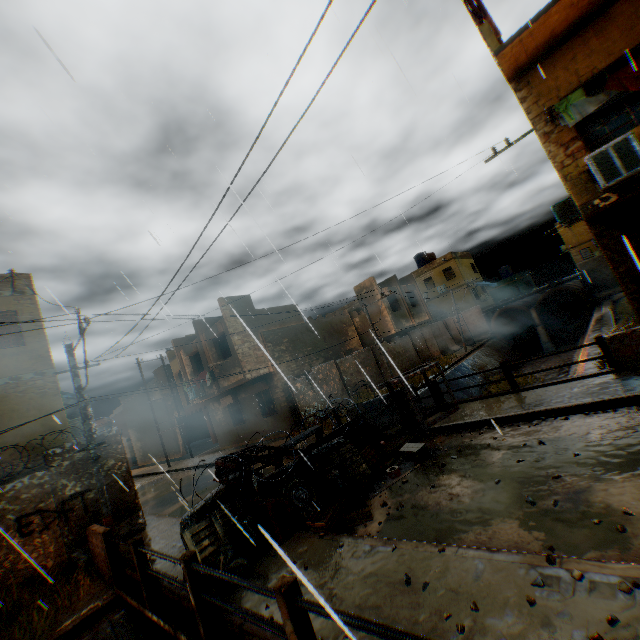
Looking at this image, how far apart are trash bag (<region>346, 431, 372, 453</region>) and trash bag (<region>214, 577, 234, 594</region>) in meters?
2.9 m

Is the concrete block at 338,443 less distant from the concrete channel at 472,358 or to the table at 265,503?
the table at 265,503

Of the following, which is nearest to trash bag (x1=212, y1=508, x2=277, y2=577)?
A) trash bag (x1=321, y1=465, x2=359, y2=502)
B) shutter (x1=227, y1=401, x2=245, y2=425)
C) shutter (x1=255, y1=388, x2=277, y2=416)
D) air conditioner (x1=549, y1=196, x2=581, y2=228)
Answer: trash bag (x1=321, y1=465, x2=359, y2=502)

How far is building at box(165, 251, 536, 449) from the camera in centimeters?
1875cm

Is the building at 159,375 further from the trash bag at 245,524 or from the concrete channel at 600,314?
the trash bag at 245,524

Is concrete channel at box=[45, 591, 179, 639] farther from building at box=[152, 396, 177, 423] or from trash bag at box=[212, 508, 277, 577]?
trash bag at box=[212, 508, 277, 577]

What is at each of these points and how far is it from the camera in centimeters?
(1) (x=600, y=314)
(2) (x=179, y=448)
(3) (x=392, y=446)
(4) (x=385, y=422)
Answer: (1) concrete channel, 2175cm
(2) building, 2930cm
(3) wooden pallet, 895cm
(4) concrete block, 1088cm

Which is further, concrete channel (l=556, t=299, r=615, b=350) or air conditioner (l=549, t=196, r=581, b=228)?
concrete channel (l=556, t=299, r=615, b=350)
